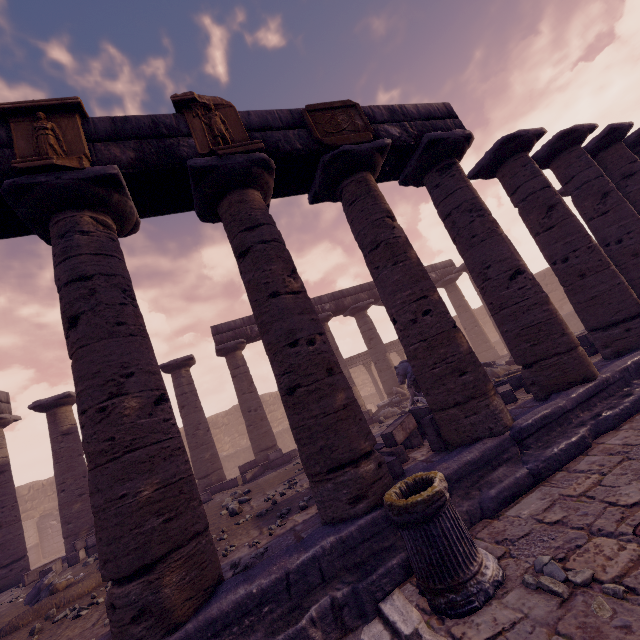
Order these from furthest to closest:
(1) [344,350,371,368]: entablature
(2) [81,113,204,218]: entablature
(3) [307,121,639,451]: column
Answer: (1) [344,350,371,368]: entablature
(3) [307,121,639,451]: column
(2) [81,113,204,218]: entablature

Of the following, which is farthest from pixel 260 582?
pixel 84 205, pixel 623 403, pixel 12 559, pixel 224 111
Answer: pixel 12 559

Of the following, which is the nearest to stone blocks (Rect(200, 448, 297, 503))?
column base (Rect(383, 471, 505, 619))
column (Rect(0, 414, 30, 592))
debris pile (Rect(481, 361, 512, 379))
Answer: debris pile (Rect(481, 361, 512, 379))

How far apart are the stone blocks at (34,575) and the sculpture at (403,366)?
11.23m

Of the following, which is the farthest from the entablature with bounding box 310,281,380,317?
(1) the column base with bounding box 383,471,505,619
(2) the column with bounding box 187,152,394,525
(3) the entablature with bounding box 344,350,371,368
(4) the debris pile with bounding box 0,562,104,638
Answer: (4) the debris pile with bounding box 0,562,104,638

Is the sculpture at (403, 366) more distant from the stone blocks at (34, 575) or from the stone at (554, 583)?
the stone blocks at (34, 575)

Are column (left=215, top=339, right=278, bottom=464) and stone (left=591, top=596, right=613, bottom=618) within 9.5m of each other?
no

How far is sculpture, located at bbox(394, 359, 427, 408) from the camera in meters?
10.2
